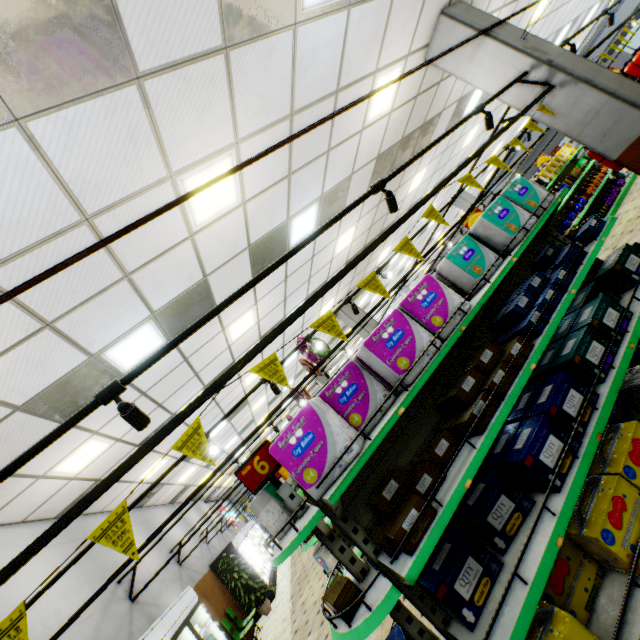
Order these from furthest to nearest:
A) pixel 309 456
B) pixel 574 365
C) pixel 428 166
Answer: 1. pixel 428 166
2. pixel 574 365
3. pixel 309 456

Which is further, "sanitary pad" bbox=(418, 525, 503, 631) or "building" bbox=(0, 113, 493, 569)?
"building" bbox=(0, 113, 493, 569)

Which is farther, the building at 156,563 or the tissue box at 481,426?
the building at 156,563

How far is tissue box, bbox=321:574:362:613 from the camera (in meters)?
2.01

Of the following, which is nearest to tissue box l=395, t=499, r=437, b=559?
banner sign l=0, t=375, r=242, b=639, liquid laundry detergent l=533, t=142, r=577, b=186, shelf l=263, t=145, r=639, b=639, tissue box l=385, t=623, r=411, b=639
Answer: shelf l=263, t=145, r=639, b=639

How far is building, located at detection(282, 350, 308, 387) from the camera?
12.50m

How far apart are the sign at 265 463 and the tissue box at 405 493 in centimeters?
72cm
